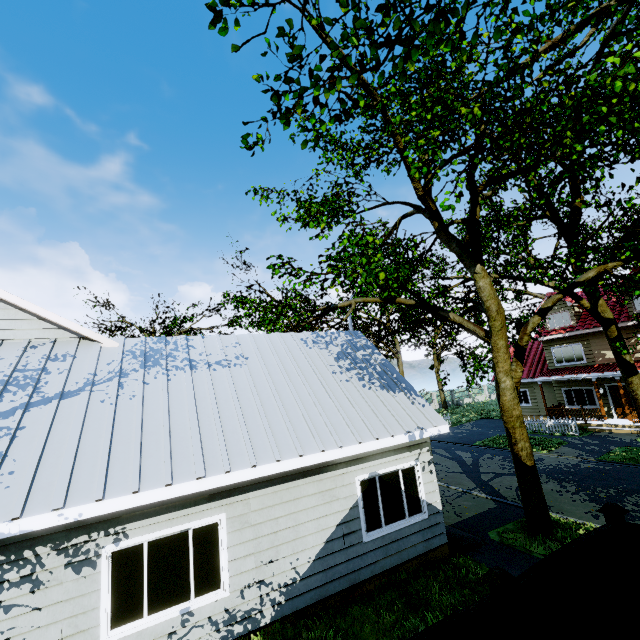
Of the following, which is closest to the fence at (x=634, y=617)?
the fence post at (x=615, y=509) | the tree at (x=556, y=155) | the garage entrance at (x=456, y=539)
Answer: the fence post at (x=615, y=509)

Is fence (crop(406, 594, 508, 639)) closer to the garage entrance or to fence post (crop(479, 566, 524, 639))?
fence post (crop(479, 566, 524, 639))

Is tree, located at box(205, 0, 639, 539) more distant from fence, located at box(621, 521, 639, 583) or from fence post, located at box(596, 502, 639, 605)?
fence post, located at box(596, 502, 639, 605)

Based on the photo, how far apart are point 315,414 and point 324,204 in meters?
8.3

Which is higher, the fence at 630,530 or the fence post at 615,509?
the fence post at 615,509

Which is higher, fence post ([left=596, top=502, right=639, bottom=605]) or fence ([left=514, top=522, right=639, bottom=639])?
fence post ([left=596, top=502, right=639, bottom=605])
